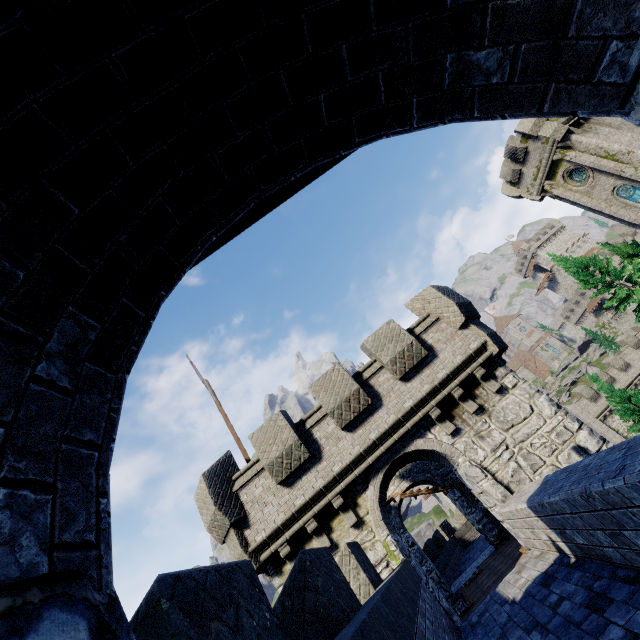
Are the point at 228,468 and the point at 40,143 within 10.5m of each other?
no

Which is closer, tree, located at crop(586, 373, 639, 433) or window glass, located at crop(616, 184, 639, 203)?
tree, located at crop(586, 373, 639, 433)

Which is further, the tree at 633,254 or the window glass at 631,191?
the tree at 633,254

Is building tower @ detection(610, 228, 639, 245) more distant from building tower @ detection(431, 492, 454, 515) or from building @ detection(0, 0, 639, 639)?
building @ detection(0, 0, 639, 639)

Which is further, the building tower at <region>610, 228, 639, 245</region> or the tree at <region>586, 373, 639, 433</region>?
the building tower at <region>610, 228, 639, 245</region>

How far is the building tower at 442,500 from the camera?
44.79m

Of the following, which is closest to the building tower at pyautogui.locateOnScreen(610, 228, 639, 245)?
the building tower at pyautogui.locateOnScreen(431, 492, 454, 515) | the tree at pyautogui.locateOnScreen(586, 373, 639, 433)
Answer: the building tower at pyautogui.locateOnScreen(431, 492, 454, 515)

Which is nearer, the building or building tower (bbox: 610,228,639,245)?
the building
